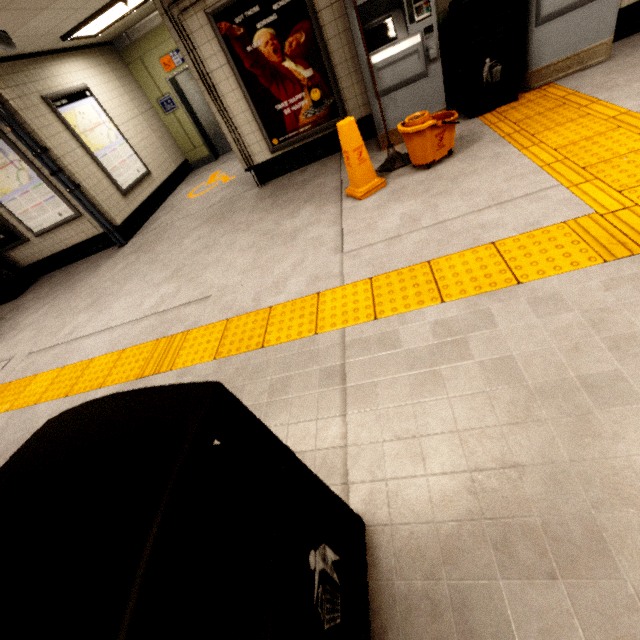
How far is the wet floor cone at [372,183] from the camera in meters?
3.3

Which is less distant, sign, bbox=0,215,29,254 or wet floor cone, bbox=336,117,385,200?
wet floor cone, bbox=336,117,385,200

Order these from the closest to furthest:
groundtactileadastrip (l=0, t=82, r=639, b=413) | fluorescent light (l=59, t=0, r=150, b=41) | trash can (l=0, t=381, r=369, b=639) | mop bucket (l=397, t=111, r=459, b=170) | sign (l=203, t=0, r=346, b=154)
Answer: trash can (l=0, t=381, r=369, b=639) → groundtactileadastrip (l=0, t=82, r=639, b=413) → mop bucket (l=397, t=111, r=459, b=170) → sign (l=203, t=0, r=346, b=154) → fluorescent light (l=59, t=0, r=150, b=41)

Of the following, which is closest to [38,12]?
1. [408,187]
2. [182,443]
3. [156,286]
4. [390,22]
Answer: [156,286]

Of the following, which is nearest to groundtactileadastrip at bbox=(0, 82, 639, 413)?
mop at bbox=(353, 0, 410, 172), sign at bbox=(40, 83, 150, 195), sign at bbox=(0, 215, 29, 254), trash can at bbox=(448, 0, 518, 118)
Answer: trash can at bbox=(448, 0, 518, 118)

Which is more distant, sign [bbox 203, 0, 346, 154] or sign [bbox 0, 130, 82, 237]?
sign [bbox 0, 130, 82, 237]

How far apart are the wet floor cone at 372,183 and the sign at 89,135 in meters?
5.1

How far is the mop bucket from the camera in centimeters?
324cm
